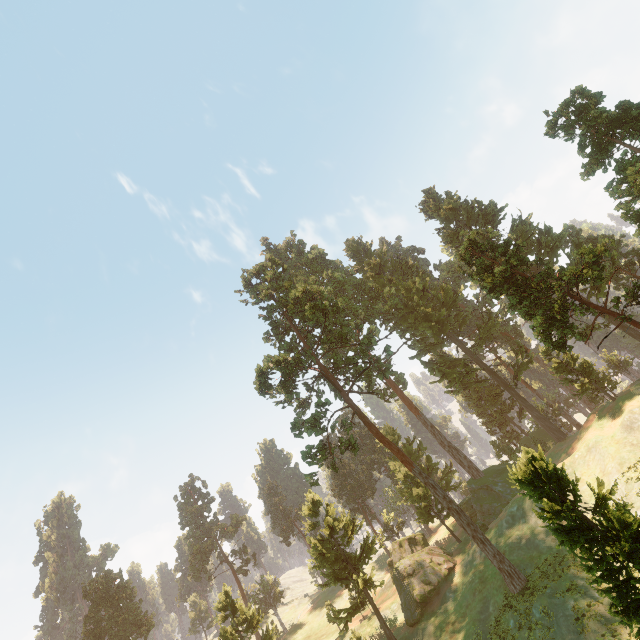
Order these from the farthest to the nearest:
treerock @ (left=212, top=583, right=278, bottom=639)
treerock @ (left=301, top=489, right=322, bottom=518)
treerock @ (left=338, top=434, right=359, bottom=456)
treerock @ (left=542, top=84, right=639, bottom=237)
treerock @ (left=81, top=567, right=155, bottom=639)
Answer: treerock @ (left=81, top=567, right=155, bottom=639), treerock @ (left=301, top=489, right=322, bottom=518), treerock @ (left=212, top=583, right=278, bottom=639), treerock @ (left=338, top=434, right=359, bottom=456), treerock @ (left=542, top=84, right=639, bottom=237)

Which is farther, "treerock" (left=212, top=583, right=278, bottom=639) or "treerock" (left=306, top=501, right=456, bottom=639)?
"treerock" (left=212, top=583, right=278, bottom=639)

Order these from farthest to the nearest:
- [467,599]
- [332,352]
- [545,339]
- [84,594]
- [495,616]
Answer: [84,594], [332,352], [467,599], [495,616], [545,339]

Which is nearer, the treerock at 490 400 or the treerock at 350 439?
the treerock at 490 400

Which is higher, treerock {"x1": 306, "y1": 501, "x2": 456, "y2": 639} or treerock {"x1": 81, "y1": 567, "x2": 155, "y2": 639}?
treerock {"x1": 81, "y1": 567, "x2": 155, "y2": 639}

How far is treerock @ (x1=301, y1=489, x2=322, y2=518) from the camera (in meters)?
39.72
